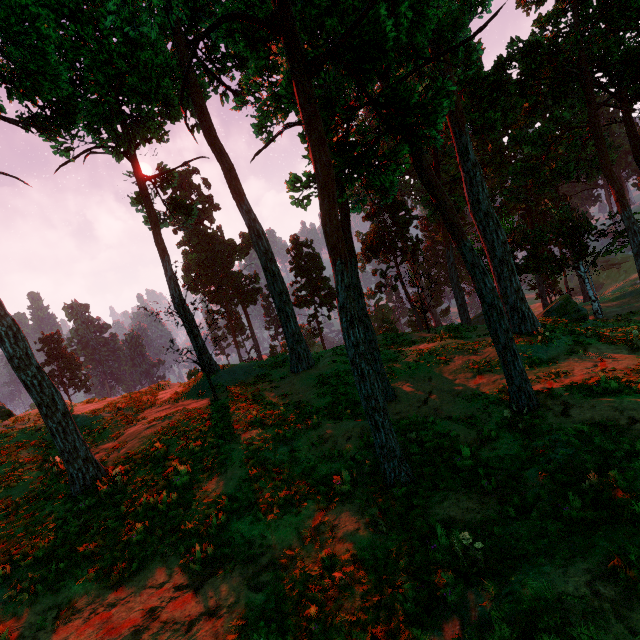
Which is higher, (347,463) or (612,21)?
(612,21)

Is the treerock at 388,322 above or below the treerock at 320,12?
below

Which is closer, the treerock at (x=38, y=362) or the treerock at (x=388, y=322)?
the treerock at (x=38, y=362)

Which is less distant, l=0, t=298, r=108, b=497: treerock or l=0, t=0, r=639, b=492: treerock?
l=0, t=0, r=639, b=492: treerock

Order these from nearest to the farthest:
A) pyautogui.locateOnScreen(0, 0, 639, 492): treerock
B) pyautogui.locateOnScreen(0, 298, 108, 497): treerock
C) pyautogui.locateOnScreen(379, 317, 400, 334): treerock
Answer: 1. pyautogui.locateOnScreen(0, 0, 639, 492): treerock
2. pyautogui.locateOnScreen(0, 298, 108, 497): treerock
3. pyautogui.locateOnScreen(379, 317, 400, 334): treerock

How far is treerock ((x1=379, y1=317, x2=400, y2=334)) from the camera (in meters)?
25.63
